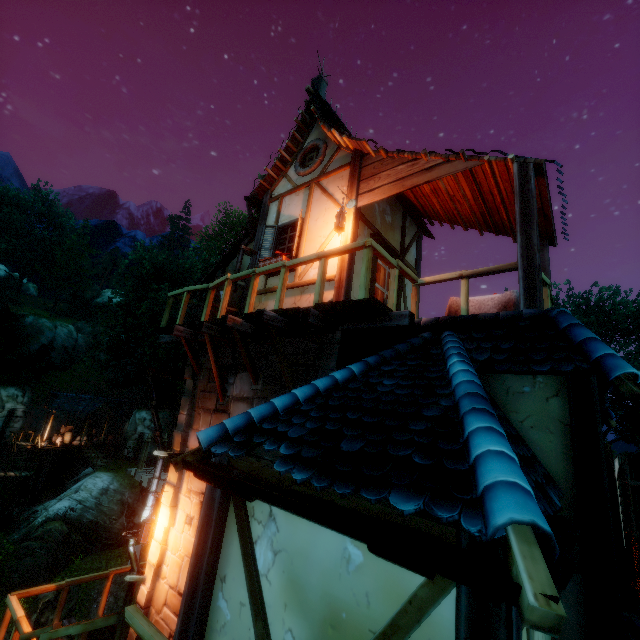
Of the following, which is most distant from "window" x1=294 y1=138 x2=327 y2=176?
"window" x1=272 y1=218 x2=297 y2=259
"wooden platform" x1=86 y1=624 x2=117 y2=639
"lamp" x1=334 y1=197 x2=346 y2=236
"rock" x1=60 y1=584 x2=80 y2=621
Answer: "rock" x1=60 y1=584 x2=80 y2=621

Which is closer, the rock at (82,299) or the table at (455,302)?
the table at (455,302)

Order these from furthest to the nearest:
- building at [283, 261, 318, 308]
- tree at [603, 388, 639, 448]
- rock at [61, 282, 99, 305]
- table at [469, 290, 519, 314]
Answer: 1. rock at [61, 282, 99, 305]
2. tree at [603, 388, 639, 448]
3. building at [283, 261, 318, 308]
4. table at [469, 290, 519, 314]

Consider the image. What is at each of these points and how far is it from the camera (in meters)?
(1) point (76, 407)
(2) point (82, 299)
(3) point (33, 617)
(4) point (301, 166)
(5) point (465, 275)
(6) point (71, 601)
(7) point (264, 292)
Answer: (1) building, 30.86
(2) rock, 56.44
(3) rock, 15.23
(4) window, 8.12
(5) rail, 4.88
(6) rock, 15.88
(7) building, 7.43

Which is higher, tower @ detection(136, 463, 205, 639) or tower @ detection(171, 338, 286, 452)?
tower @ detection(171, 338, 286, 452)

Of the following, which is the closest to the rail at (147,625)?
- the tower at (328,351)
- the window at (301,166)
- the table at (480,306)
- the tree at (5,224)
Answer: the tower at (328,351)

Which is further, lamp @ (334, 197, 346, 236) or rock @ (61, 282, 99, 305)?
rock @ (61, 282, 99, 305)

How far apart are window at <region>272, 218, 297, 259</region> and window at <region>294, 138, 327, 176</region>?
1.3 meters
